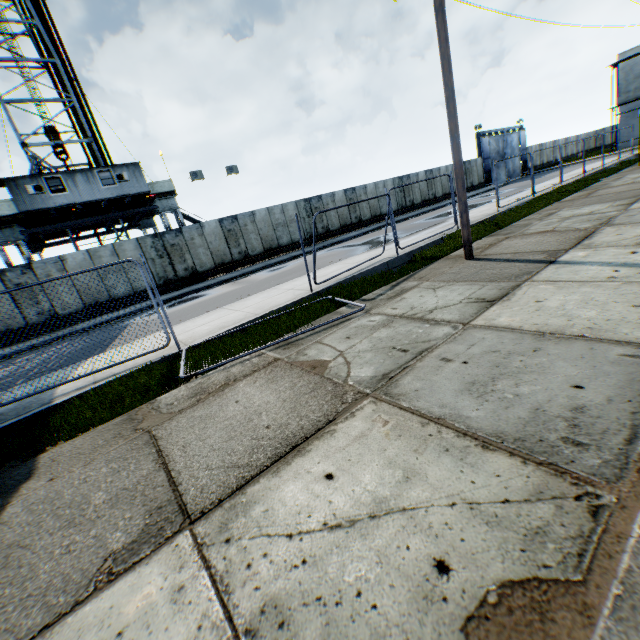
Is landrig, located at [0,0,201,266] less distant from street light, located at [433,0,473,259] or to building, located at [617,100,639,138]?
street light, located at [433,0,473,259]

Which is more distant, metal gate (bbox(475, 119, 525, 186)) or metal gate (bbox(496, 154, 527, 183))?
metal gate (bbox(496, 154, 527, 183))

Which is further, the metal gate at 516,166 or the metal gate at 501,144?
the metal gate at 516,166

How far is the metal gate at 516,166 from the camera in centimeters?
4008cm

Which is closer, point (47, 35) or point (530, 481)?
point (530, 481)

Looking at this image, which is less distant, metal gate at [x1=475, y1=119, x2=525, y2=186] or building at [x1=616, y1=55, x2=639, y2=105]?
building at [x1=616, y1=55, x2=639, y2=105]

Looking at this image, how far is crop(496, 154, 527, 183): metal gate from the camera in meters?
40.1
